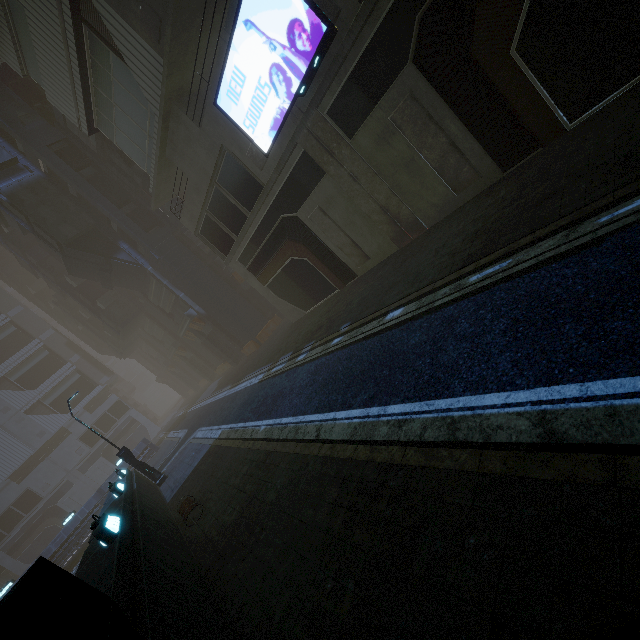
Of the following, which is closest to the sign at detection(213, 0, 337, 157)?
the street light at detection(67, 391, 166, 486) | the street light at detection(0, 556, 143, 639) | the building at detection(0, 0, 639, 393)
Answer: the building at detection(0, 0, 639, 393)

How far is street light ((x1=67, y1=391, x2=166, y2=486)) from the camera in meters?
17.4 m

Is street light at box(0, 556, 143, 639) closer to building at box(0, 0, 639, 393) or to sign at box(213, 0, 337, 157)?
building at box(0, 0, 639, 393)

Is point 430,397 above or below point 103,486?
below

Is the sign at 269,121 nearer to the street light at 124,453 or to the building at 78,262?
the building at 78,262

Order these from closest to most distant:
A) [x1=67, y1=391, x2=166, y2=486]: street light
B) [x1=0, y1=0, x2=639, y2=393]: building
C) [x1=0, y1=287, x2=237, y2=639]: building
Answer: [x1=0, y1=287, x2=237, y2=639]: building → [x1=0, y1=0, x2=639, y2=393]: building → [x1=67, y1=391, x2=166, y2=486]: street light

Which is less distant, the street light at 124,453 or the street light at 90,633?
the street light at 90,633

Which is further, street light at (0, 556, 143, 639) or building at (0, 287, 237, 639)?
building at (0, 287, 237, 639)
